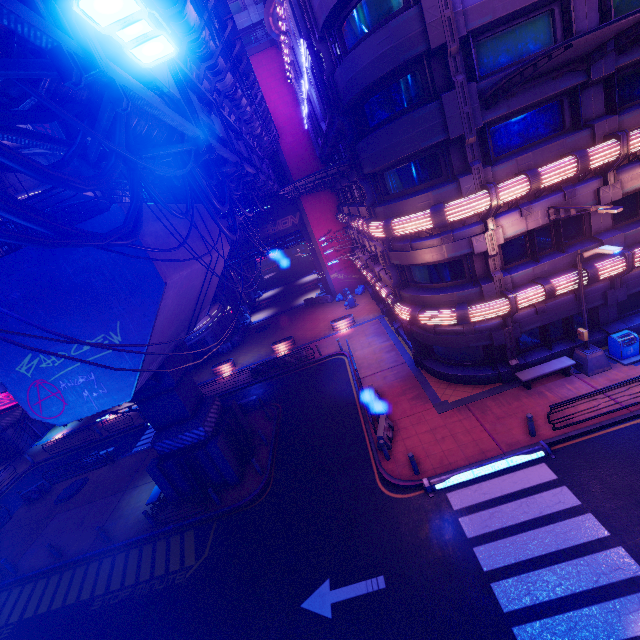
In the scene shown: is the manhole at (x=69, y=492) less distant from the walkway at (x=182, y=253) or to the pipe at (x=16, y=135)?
the walkway at (x=182, y=253)

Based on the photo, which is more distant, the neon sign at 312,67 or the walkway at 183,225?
the neon sign at 312,67

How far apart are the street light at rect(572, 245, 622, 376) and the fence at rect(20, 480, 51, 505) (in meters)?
33.84

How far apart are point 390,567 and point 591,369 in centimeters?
1222cm

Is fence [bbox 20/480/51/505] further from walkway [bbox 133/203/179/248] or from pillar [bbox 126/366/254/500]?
pillar [bbox 126/366/254/500]

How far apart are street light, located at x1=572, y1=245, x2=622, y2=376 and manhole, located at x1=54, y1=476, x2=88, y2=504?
30.28m

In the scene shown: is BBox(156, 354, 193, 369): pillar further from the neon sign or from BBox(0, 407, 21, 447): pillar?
BBox(0, 407, 21, 447): pillar

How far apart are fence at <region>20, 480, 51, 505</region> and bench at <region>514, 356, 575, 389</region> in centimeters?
3133cm
